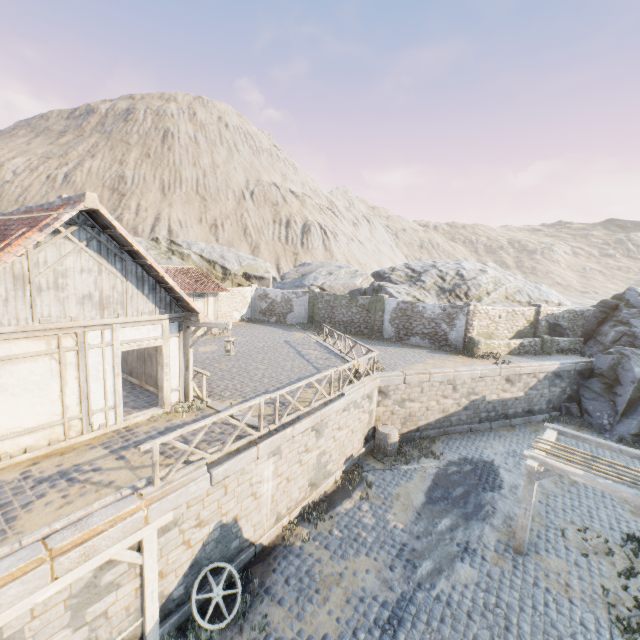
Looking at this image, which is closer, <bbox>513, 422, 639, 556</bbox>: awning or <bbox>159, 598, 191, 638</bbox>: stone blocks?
<bbox>159, 598, 191, 638</bbox>: stone blocks

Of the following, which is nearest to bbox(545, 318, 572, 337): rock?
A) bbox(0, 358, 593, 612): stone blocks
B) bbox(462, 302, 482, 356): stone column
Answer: bbox(0, 358, 593, 612): stone blocks

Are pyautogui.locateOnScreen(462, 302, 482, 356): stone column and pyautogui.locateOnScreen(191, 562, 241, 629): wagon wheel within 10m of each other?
no

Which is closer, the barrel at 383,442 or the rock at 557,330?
the barrel at 383,442

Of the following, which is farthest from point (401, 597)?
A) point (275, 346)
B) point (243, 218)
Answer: point (243, 218)

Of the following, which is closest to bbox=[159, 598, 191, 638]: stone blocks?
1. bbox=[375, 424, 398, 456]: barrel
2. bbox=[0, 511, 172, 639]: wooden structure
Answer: bbox=[0, 511, 172, 639]: wooden structure

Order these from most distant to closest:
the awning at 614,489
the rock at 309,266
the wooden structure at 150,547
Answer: the rock at 309,266 → the awning at 614,489 → the wooden structure at 150,547

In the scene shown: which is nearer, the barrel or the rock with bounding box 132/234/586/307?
the barrel
